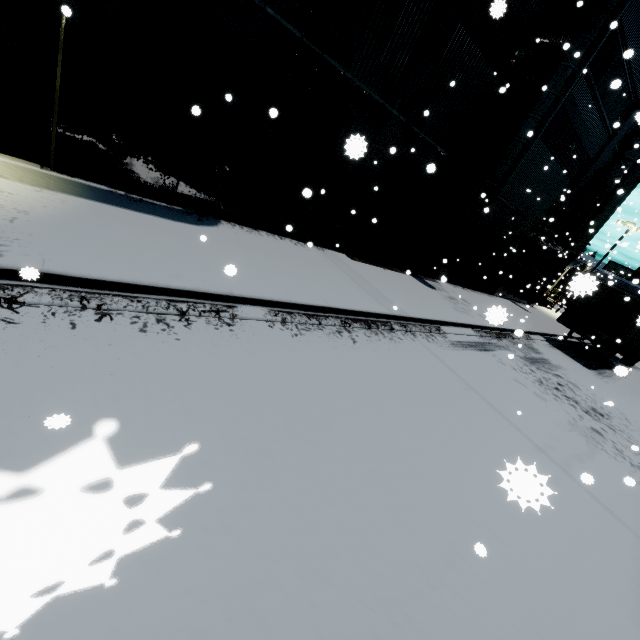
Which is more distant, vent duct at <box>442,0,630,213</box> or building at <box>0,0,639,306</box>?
vent duct at <box>442,0,630,213</box>

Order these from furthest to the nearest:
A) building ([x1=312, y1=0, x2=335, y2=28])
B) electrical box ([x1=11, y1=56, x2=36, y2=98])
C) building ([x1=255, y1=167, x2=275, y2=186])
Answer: building ([x1=255, y1=167, x2=275, y2=186]), building ([x1=312, y1=0, x2=335, y2=28]), electrical box ([x1=11, y1=56, x2=36, y2=98])

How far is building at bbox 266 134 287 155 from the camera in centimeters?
909cm

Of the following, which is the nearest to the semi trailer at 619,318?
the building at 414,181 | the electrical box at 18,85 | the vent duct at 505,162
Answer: the building at 414,181

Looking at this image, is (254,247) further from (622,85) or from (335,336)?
(622,85)

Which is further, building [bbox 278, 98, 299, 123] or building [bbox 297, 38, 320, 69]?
building [bbox 278, 98, 299, 123]

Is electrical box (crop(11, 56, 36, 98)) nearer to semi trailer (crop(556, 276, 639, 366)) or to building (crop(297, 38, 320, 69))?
building (crop(297, 38, 320, 69))

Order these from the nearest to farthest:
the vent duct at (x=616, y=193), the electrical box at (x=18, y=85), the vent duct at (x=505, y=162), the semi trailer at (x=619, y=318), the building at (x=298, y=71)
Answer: the electrical box at (x=18, y=85) → the building at (x=298, y=71) → the vent duct at (x=505, y=162) → the semi trailer at (x=619, y=318) → the vent duct at (x=616, y=193)
